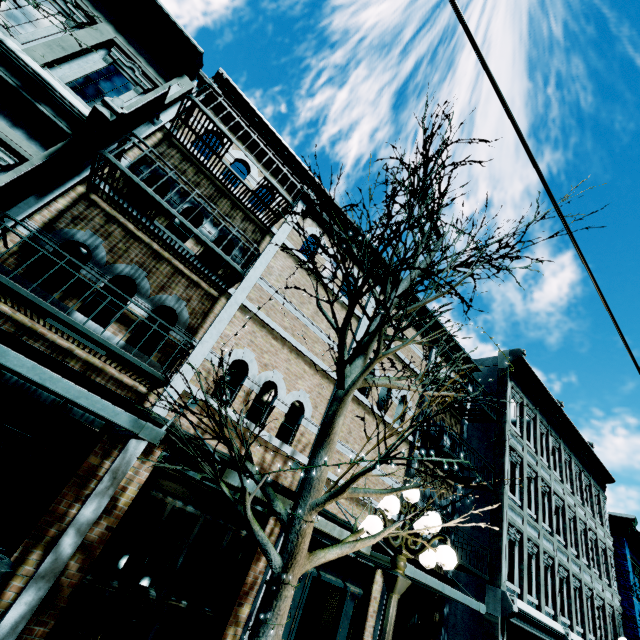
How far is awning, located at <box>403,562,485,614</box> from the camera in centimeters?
579cm

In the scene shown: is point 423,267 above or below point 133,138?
below

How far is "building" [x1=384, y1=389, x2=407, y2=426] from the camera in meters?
10.7 m

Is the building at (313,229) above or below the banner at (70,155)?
above

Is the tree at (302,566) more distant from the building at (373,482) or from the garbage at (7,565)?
the garbage at (7,565)

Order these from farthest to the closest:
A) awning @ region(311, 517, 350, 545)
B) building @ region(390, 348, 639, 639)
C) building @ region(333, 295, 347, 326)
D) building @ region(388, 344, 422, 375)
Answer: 1. building @ region(388, 344, 422, 375)
2. building @ region(390, 348, 639, 639)
3. building @ region(333, 295, 347, 326)
4. awning @ region(311, 517, 350, 545)

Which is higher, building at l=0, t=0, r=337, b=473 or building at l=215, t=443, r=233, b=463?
building at l=0, t=0, r=337, b=473

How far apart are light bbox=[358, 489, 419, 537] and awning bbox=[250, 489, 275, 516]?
1.1m
